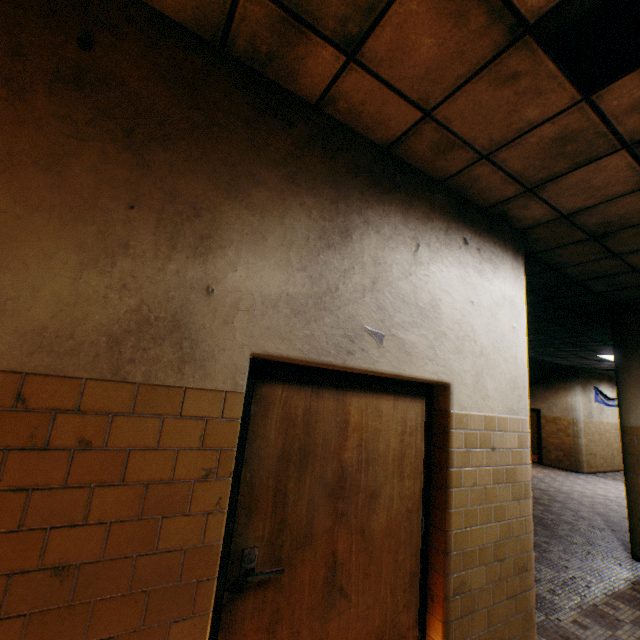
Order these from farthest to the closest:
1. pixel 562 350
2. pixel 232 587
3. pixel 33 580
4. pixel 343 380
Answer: pixel 562 350 < pixel 343 380 < pixel 232 587 < pixel 33 580

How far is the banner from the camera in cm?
1328

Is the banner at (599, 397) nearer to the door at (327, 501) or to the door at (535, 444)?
the door at (535, 444)

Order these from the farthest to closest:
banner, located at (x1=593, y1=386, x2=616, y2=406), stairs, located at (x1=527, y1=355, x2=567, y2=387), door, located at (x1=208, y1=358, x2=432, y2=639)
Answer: banner, located at (x1=593, y1=386, x2=616, y2=406) → stairs, located at (x1=527, y1=355, x2=567, y2=387) → door, located at (x1=208, y1=358, x2=432, y2=639)

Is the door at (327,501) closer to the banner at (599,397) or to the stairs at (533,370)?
the stairs at (533,370)

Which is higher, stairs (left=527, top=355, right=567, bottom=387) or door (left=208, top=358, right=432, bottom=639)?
stairs (left=527, top=355, right=567, bottom=387)

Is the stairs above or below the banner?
above

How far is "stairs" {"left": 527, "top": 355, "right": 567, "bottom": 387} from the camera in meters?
11.9
